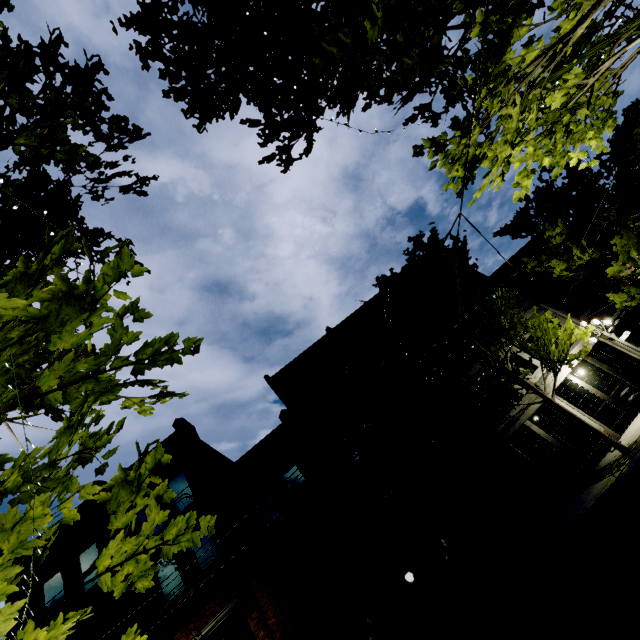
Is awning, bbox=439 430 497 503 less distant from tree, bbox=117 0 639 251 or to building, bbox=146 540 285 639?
building, bbox=146 540 285 639

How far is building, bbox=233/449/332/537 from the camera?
14.39m

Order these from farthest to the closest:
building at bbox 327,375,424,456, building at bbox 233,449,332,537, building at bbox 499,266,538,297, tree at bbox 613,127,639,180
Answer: building at bbox 499,266,538,297 < tree at bbox 613,127,639,180 < building at bbox 327,375,424,456 < building at bbox 233,449,332,537

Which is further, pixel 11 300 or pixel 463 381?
pixel 463 381

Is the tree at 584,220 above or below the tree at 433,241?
below

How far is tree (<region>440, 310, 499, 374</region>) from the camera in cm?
1390

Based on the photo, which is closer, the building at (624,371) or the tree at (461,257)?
the tree at (461,257)

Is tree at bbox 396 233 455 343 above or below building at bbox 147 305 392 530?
below
